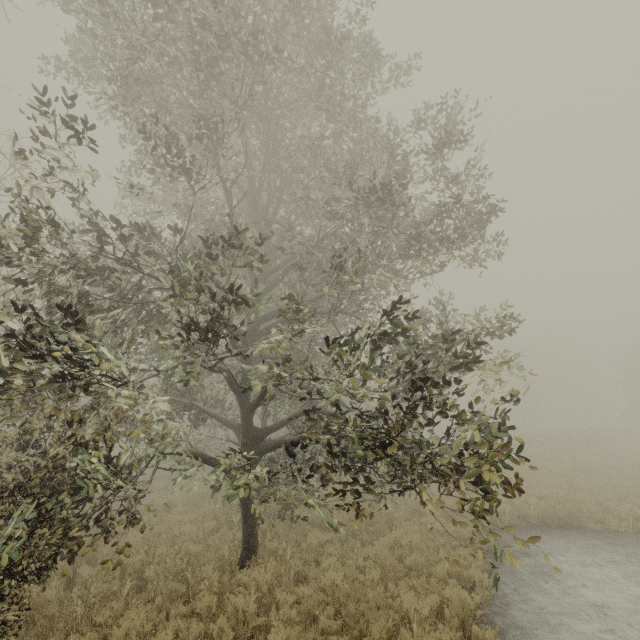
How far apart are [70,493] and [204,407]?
4.0m
